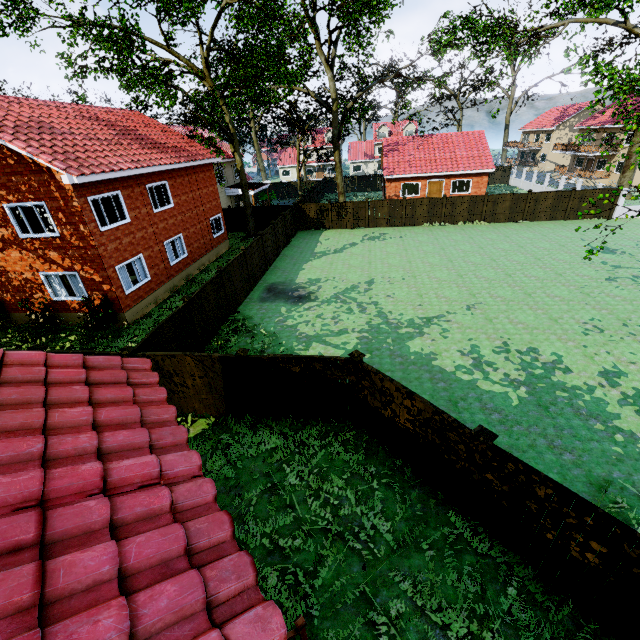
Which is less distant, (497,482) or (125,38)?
(497,482)

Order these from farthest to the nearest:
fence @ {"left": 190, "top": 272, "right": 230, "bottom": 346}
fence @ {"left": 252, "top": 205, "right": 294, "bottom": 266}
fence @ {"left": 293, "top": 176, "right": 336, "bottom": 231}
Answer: fence @ {"left": 293, "top": 176, "right": 336, "bottom": 231}, fence @ {"left": 252, "top": 205, "right": 294, "bottom": 266}, fence @ {"left": 190, "top": 272, "right": 230, "bottom": 346}

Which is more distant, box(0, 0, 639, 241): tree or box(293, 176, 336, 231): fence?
box(293, 176, 336, 231): fence

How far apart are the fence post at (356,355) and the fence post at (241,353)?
2.7m

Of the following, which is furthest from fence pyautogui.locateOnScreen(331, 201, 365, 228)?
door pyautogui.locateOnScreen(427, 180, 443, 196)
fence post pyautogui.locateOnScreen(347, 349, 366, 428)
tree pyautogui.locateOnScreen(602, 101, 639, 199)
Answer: door pyautogui.locateOnScreen(427, 180, 443, 196)

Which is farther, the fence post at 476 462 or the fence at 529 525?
the fence post at 476 462
